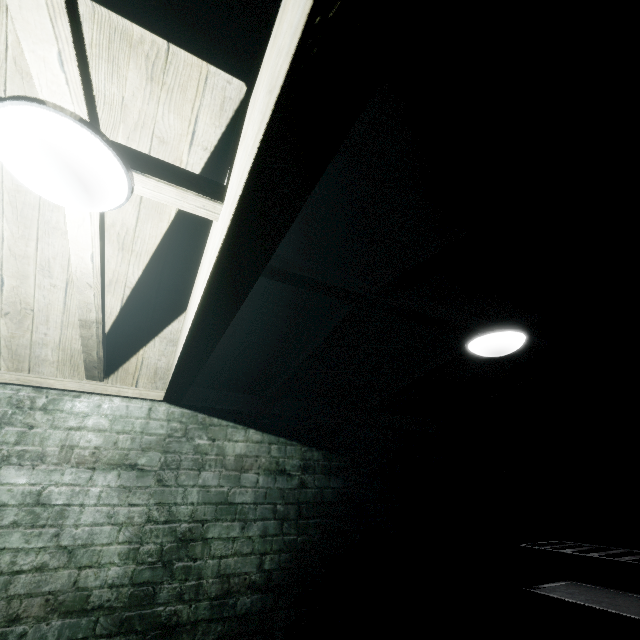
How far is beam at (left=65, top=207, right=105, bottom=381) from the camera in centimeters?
113cm

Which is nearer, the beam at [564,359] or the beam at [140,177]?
the beam at [140,177]

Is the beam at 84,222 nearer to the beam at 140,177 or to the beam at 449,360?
the beam at 140,177

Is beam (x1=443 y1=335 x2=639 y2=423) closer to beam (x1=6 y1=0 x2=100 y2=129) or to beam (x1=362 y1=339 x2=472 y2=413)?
beam (x1=362 y1=339 x2=472 y2=413)

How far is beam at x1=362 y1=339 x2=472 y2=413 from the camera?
2.18m

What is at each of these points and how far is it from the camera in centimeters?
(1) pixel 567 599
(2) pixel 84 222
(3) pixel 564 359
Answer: (1) table, 210cm
(2) beam, 112cm
(3) beam, 227cm

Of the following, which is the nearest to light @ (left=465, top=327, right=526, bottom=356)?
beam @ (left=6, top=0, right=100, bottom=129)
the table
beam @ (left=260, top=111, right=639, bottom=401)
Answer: beam @ (left=260, top=111, right=639, bottom=401)

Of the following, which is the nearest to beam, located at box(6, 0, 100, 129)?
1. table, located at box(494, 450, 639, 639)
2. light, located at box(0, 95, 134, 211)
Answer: light, located at box(0, 95, 134, 211)
